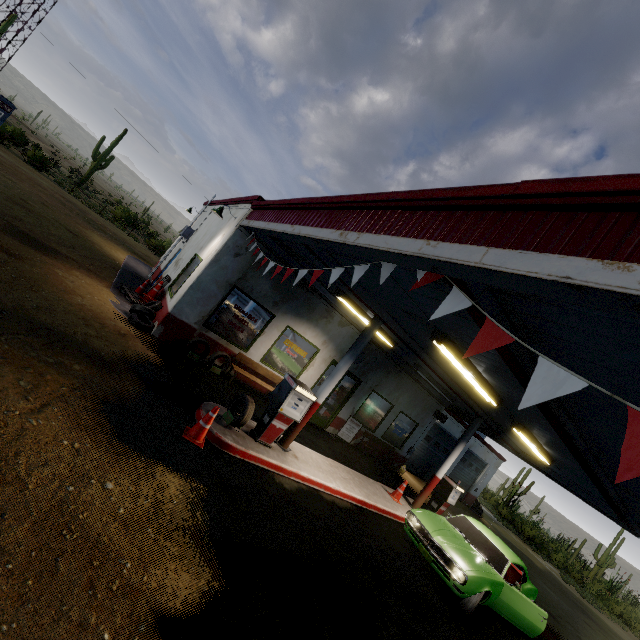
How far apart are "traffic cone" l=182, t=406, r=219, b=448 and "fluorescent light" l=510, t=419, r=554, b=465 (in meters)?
7.59

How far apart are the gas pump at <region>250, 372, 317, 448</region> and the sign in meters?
6.0

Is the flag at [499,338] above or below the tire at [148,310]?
above

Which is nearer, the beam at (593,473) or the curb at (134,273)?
the beam at (593,473)

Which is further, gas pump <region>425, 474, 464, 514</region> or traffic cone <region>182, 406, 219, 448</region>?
gas pump <region>425, 474, 464, 514</region>

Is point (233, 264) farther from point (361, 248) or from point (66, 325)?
point (361, 248)

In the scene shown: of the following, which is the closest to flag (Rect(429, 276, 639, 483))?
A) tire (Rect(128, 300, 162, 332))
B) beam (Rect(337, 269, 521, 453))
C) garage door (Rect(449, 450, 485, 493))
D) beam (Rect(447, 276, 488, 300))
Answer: beam (Rect(447, 276, 488, 300))

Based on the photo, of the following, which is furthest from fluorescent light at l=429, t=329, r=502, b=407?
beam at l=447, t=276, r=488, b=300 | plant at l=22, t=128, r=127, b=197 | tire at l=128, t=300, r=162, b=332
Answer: plant at l=22, t=128, r=127, b=197
